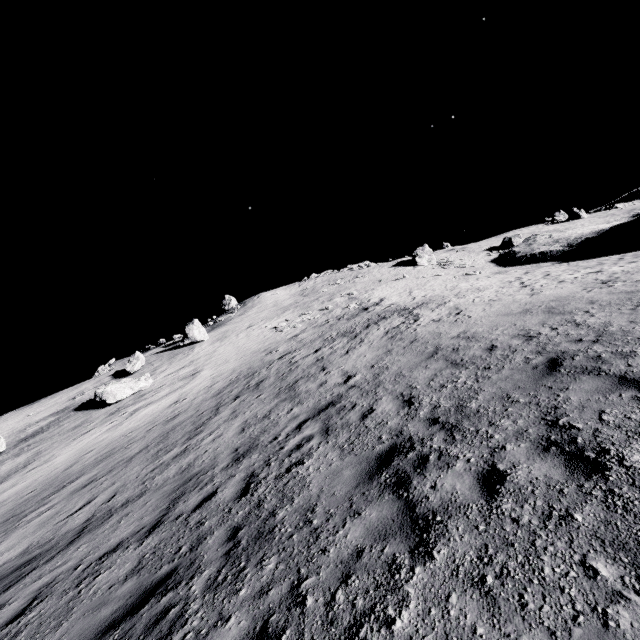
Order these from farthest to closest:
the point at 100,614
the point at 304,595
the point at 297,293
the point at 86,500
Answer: the point at 297,293, the point at 86,500, the point at 100,614, the point at 304,595

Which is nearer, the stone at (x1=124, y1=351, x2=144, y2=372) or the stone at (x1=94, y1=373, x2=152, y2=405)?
the stone at (x1=94, y1=373, x2=152, y2=405)

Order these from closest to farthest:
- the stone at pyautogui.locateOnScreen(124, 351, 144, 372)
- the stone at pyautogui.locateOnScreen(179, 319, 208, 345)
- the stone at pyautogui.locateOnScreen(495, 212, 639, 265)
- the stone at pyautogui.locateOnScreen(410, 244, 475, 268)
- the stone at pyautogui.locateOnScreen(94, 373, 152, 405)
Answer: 1. the stone at pyautogui.locateOnScreen(94, 373, 152, 405)
2. the stone at pyautogui.locateOnScreen(124, 351, 144, 372)
3. the stone at pyautogui.locateOnScreen(495, 212, 639, 265)
4. the stone at pyautogui.locateOnScreen(179, 319, 208, 345)
5. the stone at pyautogui.locateOnScreen(410, 244, 475, 268)

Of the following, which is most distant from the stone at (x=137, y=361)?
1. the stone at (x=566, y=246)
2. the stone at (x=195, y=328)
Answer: the stone at (x=566, y=246)

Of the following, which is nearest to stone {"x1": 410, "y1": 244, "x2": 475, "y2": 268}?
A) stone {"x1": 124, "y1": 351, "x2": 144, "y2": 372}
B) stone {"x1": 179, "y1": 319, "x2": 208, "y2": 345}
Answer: stone {"x1": 179, "y1": 319, "x2": 208, "y2": 345}

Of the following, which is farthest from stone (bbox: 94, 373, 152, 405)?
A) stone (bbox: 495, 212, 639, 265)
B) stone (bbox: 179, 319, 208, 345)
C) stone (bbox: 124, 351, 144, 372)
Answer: stone (bbox: 495, 212, 639, 265)
